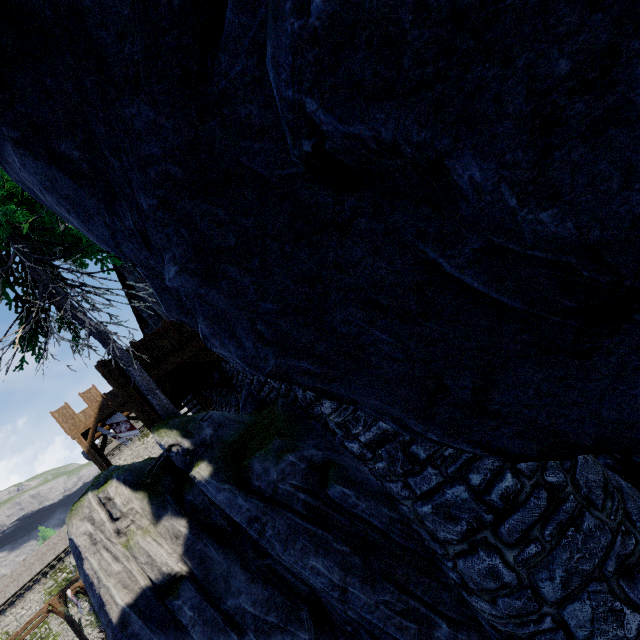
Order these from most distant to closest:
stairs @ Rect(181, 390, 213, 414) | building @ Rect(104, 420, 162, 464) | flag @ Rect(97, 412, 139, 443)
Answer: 1. building @ Rect(104, 420, 162, 464)
2. flag @ Rect(97, 412, 139, 443)
3. stairs @ Rect(181, 390, 213, 414)

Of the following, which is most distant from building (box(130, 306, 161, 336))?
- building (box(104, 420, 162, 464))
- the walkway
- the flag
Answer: building (box(104, 420, 162, 464))

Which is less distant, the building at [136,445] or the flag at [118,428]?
the flag at [118,428]

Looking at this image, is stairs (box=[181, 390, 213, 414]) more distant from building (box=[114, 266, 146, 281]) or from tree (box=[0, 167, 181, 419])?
tree (box=[0, 167, 181, 419])

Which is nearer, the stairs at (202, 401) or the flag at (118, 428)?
the stairs at (202, 401)

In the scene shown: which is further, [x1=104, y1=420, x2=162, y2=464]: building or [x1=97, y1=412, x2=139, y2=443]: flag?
[x1=104, y1=420, x2=162, y2=464]: building

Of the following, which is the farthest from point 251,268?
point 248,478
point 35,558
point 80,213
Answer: point 35,558

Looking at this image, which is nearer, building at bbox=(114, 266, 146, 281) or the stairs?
the stairs
